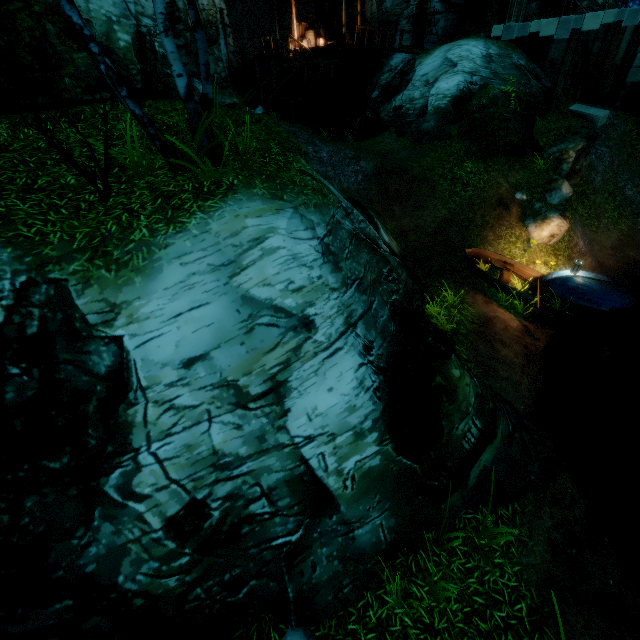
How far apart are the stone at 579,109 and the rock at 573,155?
2.1m

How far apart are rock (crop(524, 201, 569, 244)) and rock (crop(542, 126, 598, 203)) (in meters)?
1.84

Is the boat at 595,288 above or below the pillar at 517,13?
below

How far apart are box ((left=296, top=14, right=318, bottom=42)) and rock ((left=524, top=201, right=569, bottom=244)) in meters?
19.3

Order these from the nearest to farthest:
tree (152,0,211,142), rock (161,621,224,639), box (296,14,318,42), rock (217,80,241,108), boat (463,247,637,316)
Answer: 1. rock (161,621,224,639)
2. tree (152,0,211,142)
3. boat (463,247,637,316)
4. rock (217,80,241,108)
5. box (296,14,318,42)

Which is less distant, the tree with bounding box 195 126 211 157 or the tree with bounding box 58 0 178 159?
the tree with bounding box 58 0 178 159

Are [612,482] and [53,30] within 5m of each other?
no

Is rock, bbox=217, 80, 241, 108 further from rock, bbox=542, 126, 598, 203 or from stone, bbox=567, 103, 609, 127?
stone, bbox=567, 103, 609, 127
